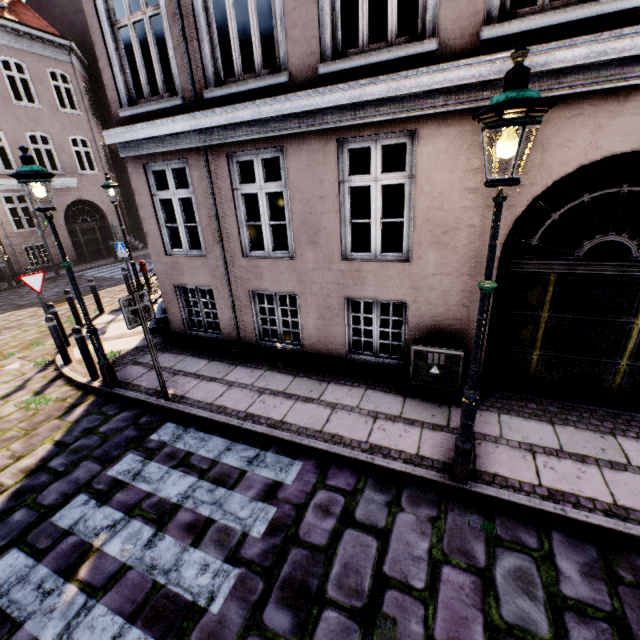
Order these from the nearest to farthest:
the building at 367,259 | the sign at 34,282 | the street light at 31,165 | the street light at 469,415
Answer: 1. the street light at 469,415
2. the building at 367,259
3. the street light at 31,165
4. the sign at 34,282

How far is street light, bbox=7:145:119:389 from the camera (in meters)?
4.47

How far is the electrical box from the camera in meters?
4.9

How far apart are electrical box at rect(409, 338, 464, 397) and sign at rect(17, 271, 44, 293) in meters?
8.1

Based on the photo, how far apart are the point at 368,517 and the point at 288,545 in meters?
0.9 m

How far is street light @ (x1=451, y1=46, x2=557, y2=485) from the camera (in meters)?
2.15

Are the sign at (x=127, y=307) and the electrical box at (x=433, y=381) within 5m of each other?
yes

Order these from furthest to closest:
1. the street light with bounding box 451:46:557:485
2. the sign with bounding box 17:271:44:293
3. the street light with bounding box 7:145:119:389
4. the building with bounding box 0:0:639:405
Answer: the sign with bounding box 17:271:44:293, the street light with bounding box 7:145:119:389, the building with bounding box 0:0:639:405, the street light with bounding box 451:46:557:485
